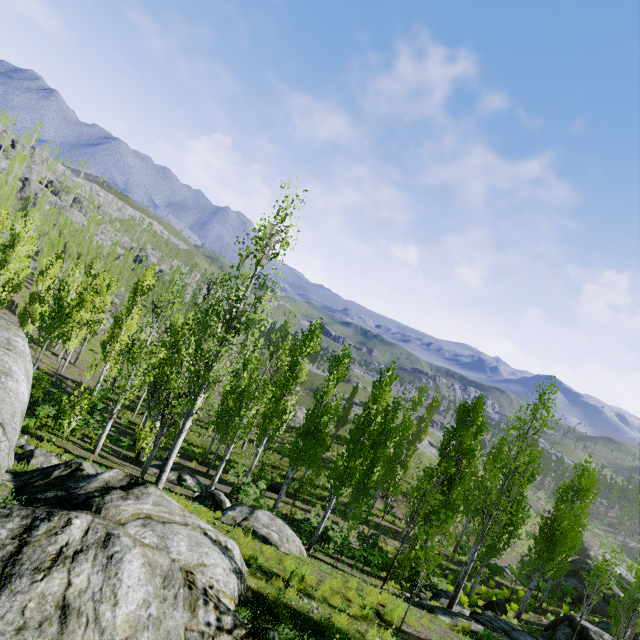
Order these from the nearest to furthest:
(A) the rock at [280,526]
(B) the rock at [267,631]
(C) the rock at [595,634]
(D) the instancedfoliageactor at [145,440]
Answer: (B) the rock at [267,631] < (A) the rock at [280,526] < (D) the instancedfoliageactor at [145,440] < (C) the rock at [595,634]

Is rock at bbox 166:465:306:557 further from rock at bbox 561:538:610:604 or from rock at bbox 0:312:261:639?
rock at bbox 561:538:610:604

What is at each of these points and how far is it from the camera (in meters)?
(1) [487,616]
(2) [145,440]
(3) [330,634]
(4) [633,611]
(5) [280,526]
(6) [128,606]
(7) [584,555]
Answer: (1) rock, 12.59
(2) instancedfoliageactor, 14.27
(3) instancedfoliageactor, 5.74
(4) instancedfoliageactor, 8.13
(5) rock, 10.65
(6) rock, 3.53
(7) rock, 39.16

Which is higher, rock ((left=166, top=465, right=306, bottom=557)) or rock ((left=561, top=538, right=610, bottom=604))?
rock ((left=166, top=465, right=306, bottom=557))

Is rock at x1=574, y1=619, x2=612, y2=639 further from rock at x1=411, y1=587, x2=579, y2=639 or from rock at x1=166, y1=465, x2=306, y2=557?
rock at x1=166, y1=465, x2=306, y2=557

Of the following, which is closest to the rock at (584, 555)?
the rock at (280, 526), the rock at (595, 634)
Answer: the rock at (595, 634)

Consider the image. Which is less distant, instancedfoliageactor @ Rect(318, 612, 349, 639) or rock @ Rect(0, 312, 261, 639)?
rock @ Rect(0, 312, 261, 639)

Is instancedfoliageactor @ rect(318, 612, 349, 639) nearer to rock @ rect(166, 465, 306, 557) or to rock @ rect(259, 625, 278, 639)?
rock @ rect(259, 625, 278, 639)
